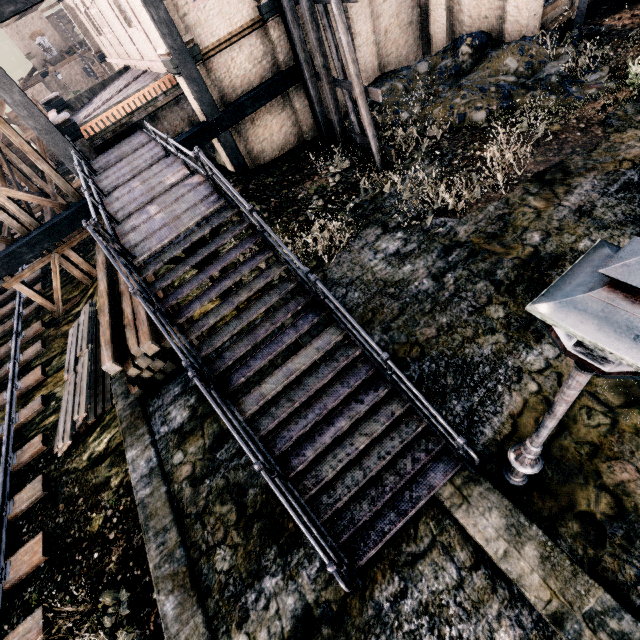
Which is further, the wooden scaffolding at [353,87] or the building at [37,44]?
the building at [37,44]

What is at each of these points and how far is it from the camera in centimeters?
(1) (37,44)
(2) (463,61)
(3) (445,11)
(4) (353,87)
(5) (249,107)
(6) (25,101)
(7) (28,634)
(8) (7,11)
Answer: (1) building, 5622cm
(2) stone debris, 1603cm
(3) building, 1708cm
(4) wooden scaffolding, 1209cm
(5) building structure, 1565cm
(6) building structure, 1155cm
(7) railway, 771cm
(8) building structure, 1029cm

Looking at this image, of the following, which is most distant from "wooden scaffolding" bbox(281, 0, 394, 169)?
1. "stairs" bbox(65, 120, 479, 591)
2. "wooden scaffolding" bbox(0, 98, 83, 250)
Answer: "wooden scaffolding" bbox(0, 98, 83, 250)

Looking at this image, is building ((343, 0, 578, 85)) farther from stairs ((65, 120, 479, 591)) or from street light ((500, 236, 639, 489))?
street light ((500, 236, 639, 489))

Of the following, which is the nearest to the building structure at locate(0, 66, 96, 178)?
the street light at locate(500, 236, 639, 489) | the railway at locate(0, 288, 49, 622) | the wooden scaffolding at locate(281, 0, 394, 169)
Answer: the wooden scaffolding at locate(281, 0, 394, 169)

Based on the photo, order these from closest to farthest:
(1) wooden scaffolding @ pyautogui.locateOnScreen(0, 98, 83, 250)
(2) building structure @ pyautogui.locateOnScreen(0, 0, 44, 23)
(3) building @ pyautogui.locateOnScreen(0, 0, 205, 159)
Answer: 1. (2) building structure @ pyautogui.locateOnScreen(0, 0, 44, 23)
2. (1) wooden scaffolding @ pyautogui.locateOnScreen(0, 98, 83, 250)
3. (3) building @ pyautogui.locateOnScreen(0, 0, 205, 159)

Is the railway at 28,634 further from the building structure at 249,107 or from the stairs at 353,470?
the stairs at 353,470
